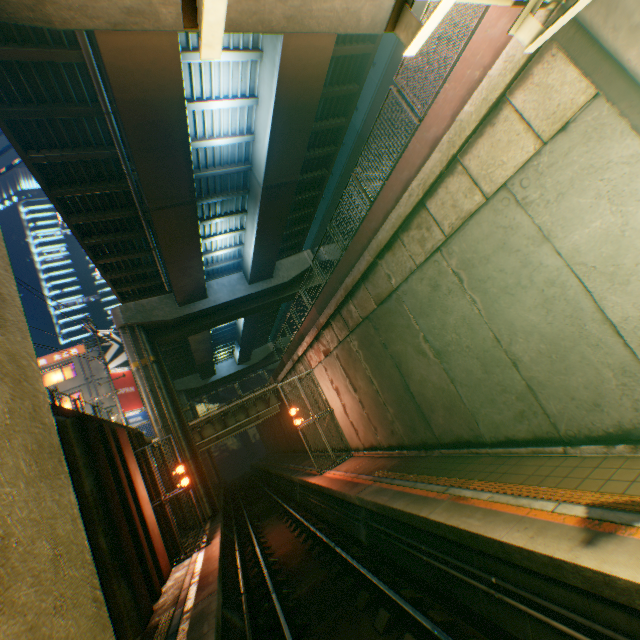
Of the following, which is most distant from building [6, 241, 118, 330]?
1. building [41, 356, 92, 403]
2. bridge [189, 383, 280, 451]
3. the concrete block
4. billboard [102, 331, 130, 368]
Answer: bridge [189, 383, 280, 451]

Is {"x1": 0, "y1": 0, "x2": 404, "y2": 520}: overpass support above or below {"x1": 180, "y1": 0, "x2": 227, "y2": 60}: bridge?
above

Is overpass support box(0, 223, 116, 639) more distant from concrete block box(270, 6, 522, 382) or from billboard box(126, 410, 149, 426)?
billboard box(126, 410, 149, 426)

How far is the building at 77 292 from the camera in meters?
58.2

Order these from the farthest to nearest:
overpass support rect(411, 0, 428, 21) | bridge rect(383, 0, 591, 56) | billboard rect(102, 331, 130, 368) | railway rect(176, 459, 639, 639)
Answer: billboard rect(102, 331, 130, 368) → overpass support rect(411, 0, 428, 21) → railway rect(176, 459, 639, 639) → bridge rect(383, 0, 591, 56)

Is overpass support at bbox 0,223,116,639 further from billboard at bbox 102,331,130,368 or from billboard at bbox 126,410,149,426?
billboard at bbox 126,410,149,426

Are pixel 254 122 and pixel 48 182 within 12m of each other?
yes
